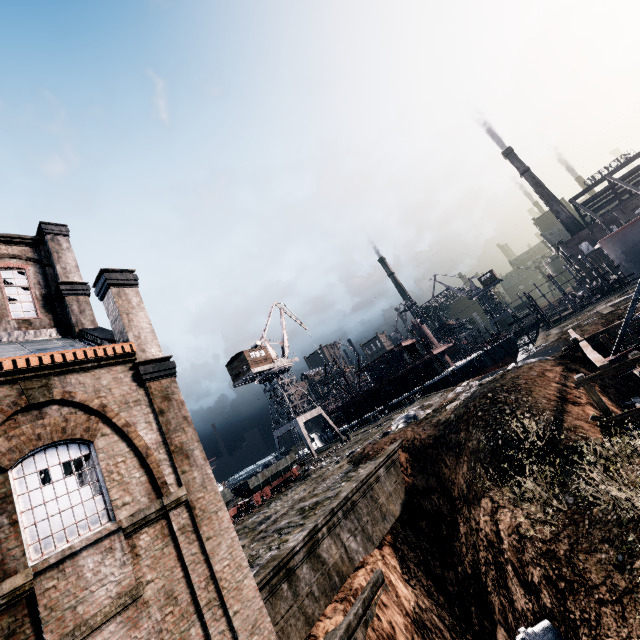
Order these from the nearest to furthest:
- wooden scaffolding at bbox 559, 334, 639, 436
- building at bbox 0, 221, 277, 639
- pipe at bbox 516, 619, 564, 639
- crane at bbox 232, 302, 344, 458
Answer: building at bbox 0, 221, 277, 639 → pipe at bbox 516, 619, 564, 639 → wooden scaffolding at bbox 559, 334, 639, 436 → crane at bbox 232, 302, 344, 458

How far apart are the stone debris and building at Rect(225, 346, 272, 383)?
23.3m

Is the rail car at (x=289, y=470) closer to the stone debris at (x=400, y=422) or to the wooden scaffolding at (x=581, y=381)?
the stone debris at (x=400, y=422)

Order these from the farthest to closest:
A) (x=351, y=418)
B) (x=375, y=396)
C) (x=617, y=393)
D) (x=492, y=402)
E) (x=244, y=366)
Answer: (x=351, y=418) < (x=375, y=396) < (x=244, y=366) < (x=617, y=393) < (x=492, y=402)

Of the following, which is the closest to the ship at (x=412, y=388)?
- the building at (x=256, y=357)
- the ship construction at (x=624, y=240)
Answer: the ship construction at (x=624, y=240)

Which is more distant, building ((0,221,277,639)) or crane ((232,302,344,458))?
crane ((232,302,344,458))

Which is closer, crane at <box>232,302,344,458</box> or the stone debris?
the stone debris

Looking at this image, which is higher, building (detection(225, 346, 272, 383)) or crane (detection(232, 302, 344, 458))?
building (detection(225, 346, 272, 383))
